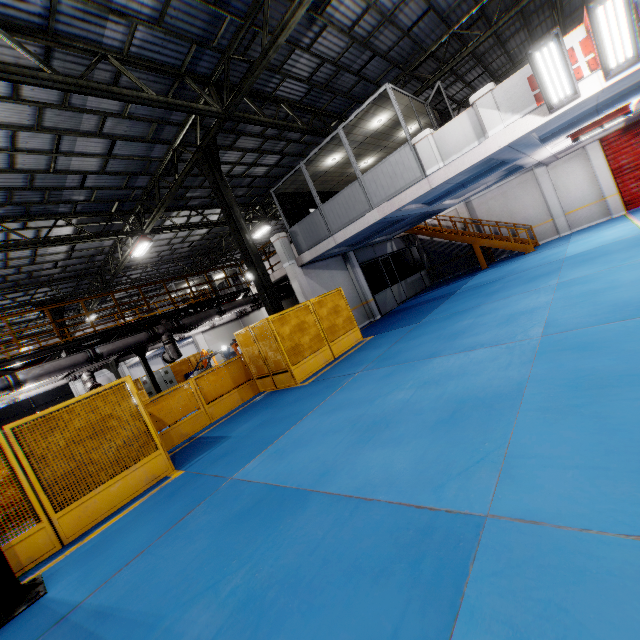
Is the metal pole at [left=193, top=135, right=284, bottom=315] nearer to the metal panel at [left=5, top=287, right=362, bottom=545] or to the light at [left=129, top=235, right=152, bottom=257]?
the metal panel at [left=5, top=287, right=362, bottom=545]

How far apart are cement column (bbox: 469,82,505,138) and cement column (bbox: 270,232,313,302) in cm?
791

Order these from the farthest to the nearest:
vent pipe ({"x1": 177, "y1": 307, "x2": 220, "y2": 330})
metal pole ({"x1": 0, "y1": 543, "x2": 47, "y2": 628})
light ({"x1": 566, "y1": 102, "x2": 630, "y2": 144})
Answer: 1. vent pipe ({"x1": 177, "y1": 307, "x2": 220, "y2": 330})
2. light ({"x1": 566, "y1": 102, "x2": 630, "y2": 144})
3. metal pole ({"x1": 0, "y1": 543, "x2": 47, "y2": 628})

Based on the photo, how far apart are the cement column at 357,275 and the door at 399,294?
2.00m

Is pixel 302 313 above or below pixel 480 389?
above

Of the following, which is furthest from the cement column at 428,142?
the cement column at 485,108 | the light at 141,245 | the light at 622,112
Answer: the light at 141,245

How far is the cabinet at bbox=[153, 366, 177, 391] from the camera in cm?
2045

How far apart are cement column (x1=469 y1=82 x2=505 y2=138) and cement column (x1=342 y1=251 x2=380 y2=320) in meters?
8.5
